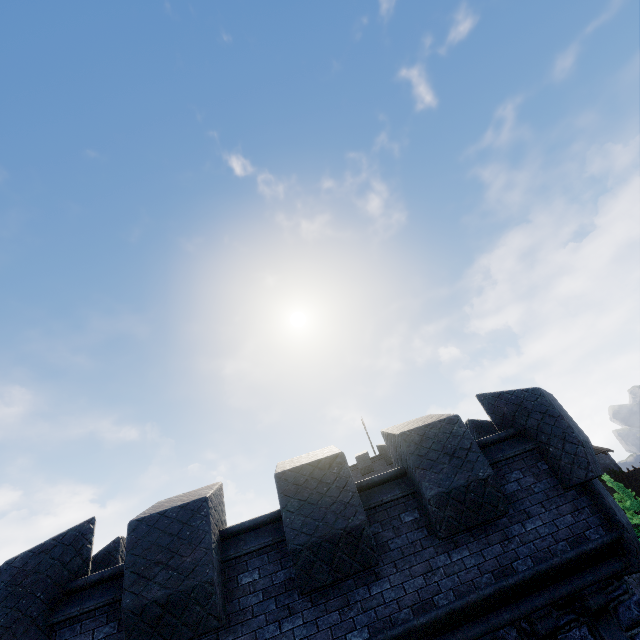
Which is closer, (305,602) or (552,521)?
(305,602)

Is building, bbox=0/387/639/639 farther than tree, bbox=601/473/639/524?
No

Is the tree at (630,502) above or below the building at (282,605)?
below

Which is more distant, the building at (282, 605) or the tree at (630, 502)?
the tree at (630, 502)

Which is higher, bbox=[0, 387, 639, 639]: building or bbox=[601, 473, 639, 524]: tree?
bbox=[0, 387, 639, 639]: building
